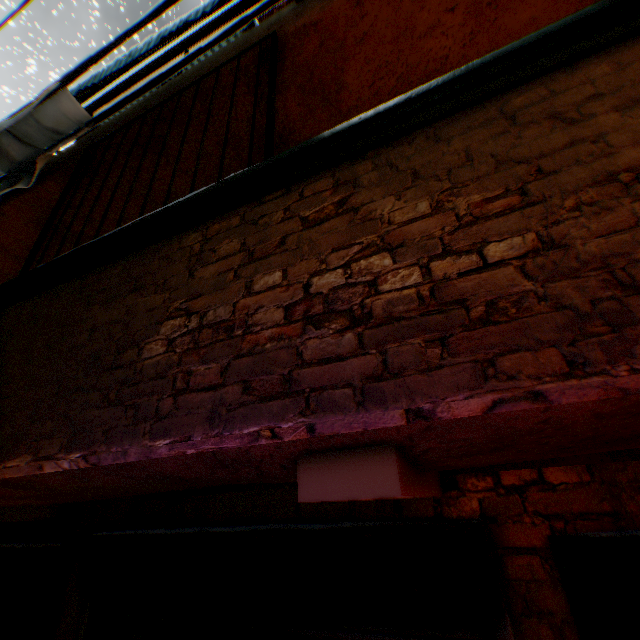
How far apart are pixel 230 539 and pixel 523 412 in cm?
234

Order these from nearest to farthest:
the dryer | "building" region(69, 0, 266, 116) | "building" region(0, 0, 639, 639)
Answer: "building" region(0, 0, 639, 639), the dryer, "building" region(69, 0, 266, 116)

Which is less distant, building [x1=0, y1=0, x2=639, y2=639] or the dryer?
building [x1=0, y1=0, x2=639, y2=639]

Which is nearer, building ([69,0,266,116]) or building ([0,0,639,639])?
building ([0,0,639,639])

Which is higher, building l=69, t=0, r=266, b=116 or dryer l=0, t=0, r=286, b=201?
building l=69, t=0, r=266, b=116

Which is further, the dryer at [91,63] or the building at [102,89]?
the building at [102,89]

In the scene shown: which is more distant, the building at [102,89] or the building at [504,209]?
the building at [102,89]
